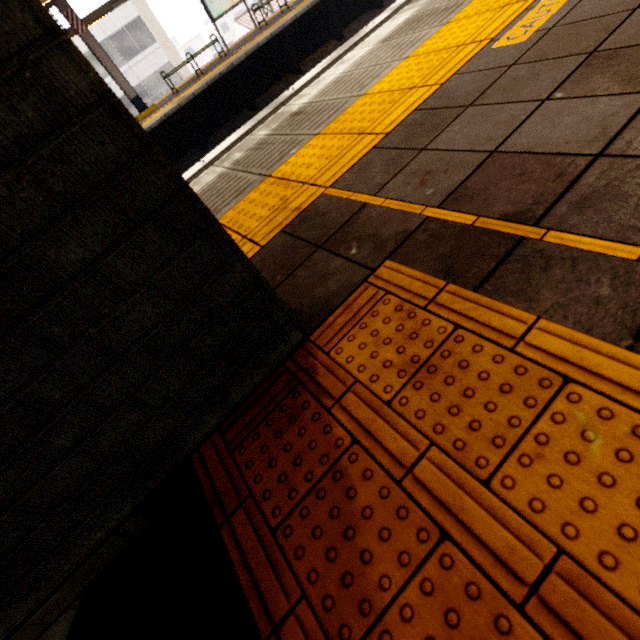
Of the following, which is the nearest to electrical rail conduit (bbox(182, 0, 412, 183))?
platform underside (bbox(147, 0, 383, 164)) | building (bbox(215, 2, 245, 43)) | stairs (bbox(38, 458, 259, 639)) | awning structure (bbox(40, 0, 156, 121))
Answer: platform underside (bbox(147, 0, 383, 164))

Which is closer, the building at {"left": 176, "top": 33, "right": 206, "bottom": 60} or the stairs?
the stairs

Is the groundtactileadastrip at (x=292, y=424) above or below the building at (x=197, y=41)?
below

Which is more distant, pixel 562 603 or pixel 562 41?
pixel 562 41

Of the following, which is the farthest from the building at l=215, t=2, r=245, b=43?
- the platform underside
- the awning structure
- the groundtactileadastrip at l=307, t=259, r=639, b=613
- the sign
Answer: the groundtactileadastrip at l=307, t=259, r=639, b=613

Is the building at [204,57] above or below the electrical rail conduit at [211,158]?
below

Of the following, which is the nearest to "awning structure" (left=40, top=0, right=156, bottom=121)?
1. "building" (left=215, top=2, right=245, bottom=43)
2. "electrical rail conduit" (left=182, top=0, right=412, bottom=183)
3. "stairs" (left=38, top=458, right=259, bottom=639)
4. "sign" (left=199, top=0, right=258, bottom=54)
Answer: "sign" (left=199, top=0, right=258, bottom=54)

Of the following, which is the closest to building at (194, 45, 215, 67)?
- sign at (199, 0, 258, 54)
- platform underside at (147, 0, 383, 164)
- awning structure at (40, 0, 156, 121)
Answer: awning structure at (40, 0, 156, 121)
